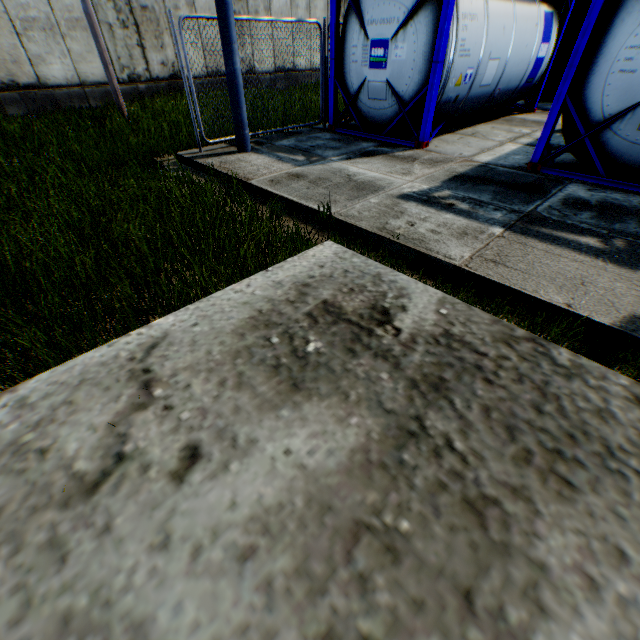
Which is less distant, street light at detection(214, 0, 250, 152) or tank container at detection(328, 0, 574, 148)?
street light at detection(214, 0, 250, 152)

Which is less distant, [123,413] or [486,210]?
[123,413]

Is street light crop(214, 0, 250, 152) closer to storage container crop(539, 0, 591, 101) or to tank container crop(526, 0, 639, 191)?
tank container crop(526, 0, 639, 191)

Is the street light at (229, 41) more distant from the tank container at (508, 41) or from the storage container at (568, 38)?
the storage container at (568, 38)

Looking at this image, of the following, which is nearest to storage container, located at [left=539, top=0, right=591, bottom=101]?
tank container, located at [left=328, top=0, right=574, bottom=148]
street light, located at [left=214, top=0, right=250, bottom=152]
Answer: tank container, located at [left=328, top=0, right=574, bottom=148]
